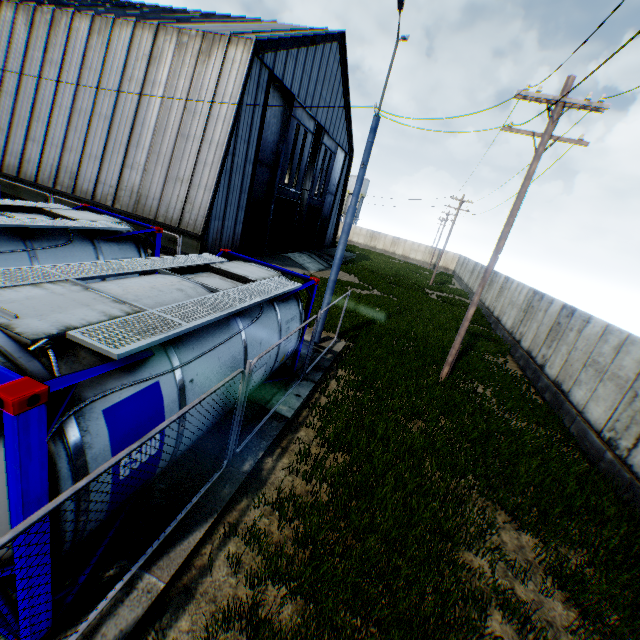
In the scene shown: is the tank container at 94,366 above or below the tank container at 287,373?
above

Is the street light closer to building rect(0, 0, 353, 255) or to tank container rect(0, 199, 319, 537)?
tank container rect(0, 199, 319, 537)

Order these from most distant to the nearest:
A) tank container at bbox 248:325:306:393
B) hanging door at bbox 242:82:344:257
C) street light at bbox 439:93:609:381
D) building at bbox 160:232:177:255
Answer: hanging door at bbox 242:82:344:257, building at bbox 160:232:177:255, street light at bbox 439:93:609:381, tank container at bbox 248:325:306:393

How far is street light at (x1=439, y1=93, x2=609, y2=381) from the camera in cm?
886

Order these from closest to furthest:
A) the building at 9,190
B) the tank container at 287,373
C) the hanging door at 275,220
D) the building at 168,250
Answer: the tank container at 287,373, the building at 168,250, the building at 9,190, the hanging door at 275,220

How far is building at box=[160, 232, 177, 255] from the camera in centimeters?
1689cm

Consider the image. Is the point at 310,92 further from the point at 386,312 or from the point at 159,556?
the point at 159,556

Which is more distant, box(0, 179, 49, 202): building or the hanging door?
the hanging door
